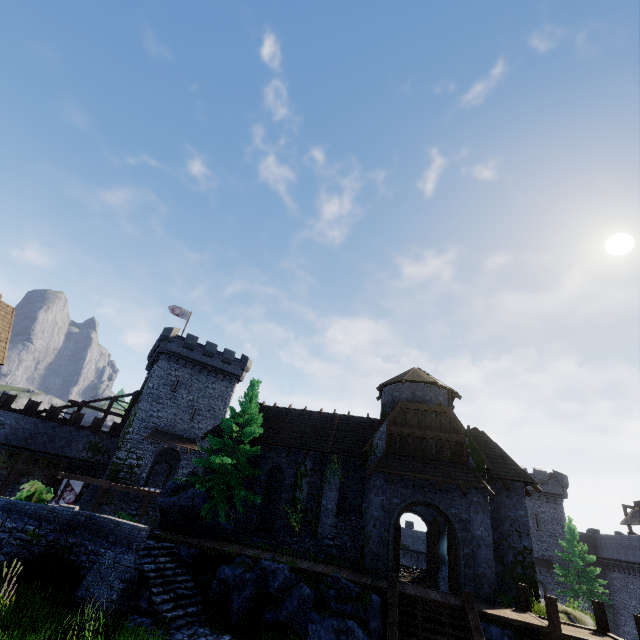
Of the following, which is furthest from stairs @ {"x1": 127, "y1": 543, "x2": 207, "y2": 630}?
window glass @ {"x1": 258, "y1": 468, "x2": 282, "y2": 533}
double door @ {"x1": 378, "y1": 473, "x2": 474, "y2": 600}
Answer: double door @ {"x1": 378, "y1": 473, "x2": 474, "y2": 600}

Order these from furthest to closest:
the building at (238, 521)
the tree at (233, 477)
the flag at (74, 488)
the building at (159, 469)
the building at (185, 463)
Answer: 1. the building at (159, 469)
2. the building at (185, 463)
3. the flag at (74, 488)
4. the building at (238, 521)
5. the tree at (233, 477)

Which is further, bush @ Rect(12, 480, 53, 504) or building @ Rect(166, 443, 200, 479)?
building @ Rect(166, 443, 200, 479)

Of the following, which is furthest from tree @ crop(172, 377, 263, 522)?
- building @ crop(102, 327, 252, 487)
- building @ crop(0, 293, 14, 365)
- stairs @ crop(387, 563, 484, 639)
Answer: building @ crop(102, 327, 252, 487)

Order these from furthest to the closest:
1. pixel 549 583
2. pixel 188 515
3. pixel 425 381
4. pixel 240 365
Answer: pixel 240 365
pixel 549 583
pixel 425 381
pixel 188 515

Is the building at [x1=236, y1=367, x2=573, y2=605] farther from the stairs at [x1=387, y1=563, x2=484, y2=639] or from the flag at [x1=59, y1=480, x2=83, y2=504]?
the flag at [x1=59, y1=480, x2=83, y2=504]

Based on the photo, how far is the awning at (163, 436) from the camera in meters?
34.4 m

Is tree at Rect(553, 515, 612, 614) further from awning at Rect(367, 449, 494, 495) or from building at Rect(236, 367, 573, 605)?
awning at Rect(367, 449, 494, 495)
